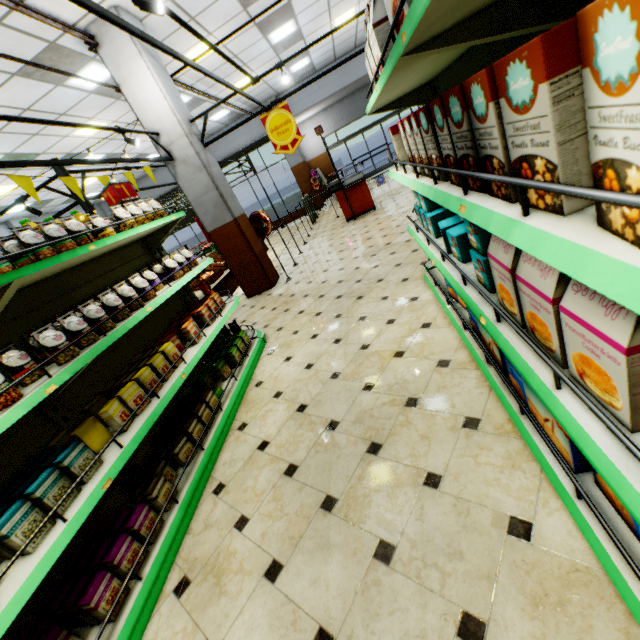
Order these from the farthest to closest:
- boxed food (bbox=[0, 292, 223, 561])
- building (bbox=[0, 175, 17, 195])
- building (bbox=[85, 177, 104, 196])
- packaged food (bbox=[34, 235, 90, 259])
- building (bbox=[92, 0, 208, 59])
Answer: building (bbox=[85, 177, 104, 196]) → building (bbox=[0, 175, 17, 195]) → building (bbox=[92, 0, 208, 59]) → packaged food (bbox=[34, 235, 90, 259]) → boxed food (bbox=[0, 292, 223, 561])

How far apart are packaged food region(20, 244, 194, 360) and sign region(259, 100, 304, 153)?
4.40m

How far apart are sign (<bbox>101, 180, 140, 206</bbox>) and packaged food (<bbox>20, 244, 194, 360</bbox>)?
1.51m

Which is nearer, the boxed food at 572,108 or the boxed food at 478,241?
the boxed food at 572,108

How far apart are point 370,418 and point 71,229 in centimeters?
263cm

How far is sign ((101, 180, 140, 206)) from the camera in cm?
356

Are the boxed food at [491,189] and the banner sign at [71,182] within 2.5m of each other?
no

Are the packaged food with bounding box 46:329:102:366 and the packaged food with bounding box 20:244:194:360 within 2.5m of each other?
yes
